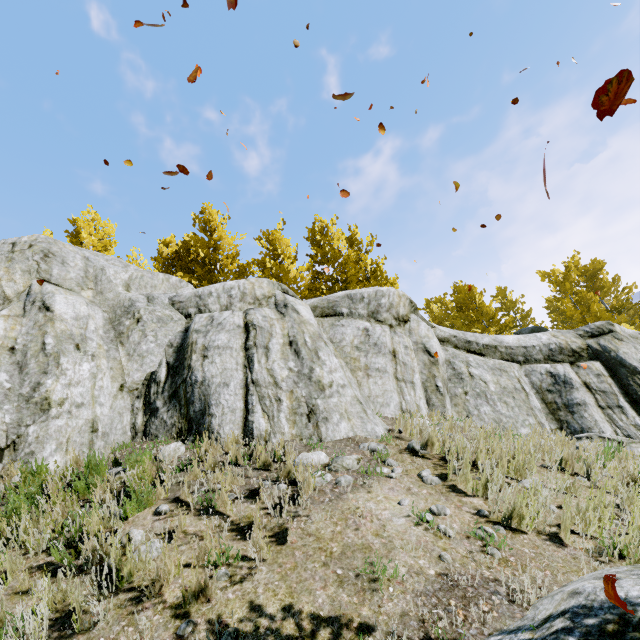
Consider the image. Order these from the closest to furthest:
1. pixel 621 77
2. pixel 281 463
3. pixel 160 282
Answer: pixel 621 77
pixel 281 463
pixel 160 282

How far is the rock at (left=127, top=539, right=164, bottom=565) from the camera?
3.0 meters

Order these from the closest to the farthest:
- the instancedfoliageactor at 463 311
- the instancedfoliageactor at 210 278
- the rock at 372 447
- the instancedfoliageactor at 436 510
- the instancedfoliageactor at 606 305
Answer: the instancedfoliageactor at 436 510 → the rock at 372 447 → the instancedfoliageactor at 210 278 → the instancedfoliageactor at 606 305 → the instancedfoliageactor at 463 311

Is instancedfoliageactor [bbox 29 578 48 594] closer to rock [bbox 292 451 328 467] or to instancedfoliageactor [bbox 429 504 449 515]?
rock [bbox 292 451 328 467]

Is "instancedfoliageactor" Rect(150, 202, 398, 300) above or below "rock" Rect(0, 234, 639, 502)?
above

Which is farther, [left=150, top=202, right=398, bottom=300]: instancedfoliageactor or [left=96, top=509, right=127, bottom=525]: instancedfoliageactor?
[left=150, top=202, right=398, bottom=300]: instancedfoliageactor

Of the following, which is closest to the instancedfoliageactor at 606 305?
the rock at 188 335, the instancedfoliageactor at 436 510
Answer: the rock at 188 335

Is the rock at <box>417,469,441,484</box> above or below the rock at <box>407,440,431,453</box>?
below
